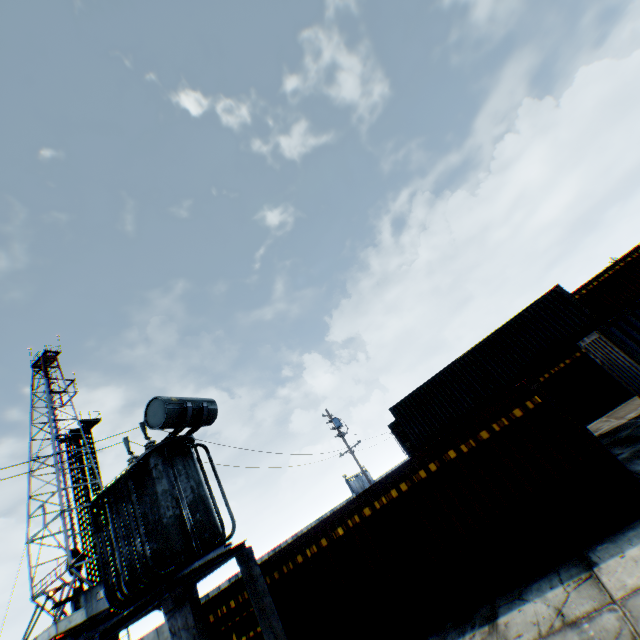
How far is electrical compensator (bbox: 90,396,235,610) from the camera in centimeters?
690cm

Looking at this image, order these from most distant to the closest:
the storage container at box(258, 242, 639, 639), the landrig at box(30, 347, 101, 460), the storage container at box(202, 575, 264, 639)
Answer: the landrig at box(30, 347, 101, 460) < the storage container at box(202, 575, 264, 639) < the storage container at box(258, 242, 639, 639)

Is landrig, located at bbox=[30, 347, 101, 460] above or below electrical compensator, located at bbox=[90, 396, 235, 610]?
above

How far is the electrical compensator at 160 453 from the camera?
6.90m

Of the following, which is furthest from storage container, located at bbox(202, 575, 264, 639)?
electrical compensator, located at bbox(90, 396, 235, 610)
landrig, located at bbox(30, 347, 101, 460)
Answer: landrig, located at bbox(30, 347, 101, 460)

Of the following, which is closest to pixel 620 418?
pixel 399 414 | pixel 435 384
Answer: pixel 435 384

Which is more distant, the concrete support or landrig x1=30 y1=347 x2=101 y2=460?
landrig x1=30 y1=347 x2=101 y2=460

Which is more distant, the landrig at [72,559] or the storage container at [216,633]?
the landrig at [72,559]
